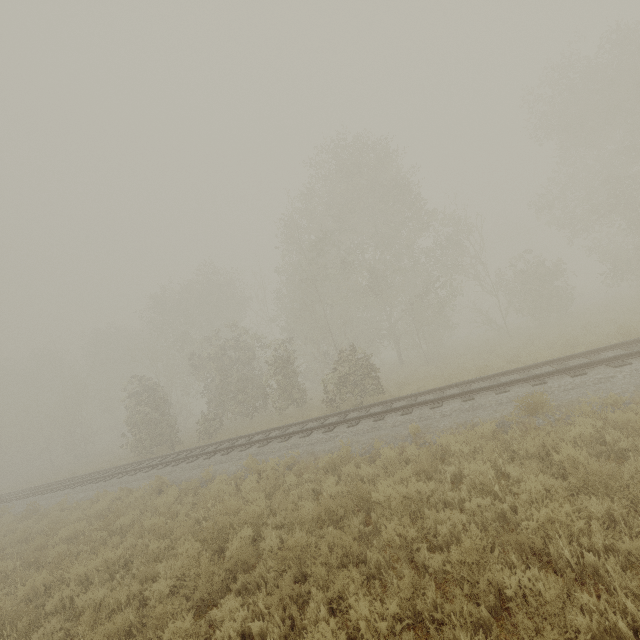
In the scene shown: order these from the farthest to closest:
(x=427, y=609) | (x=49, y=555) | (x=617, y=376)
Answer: (x=49, y=555), (x=617, y=376), (x=427, y=609)
